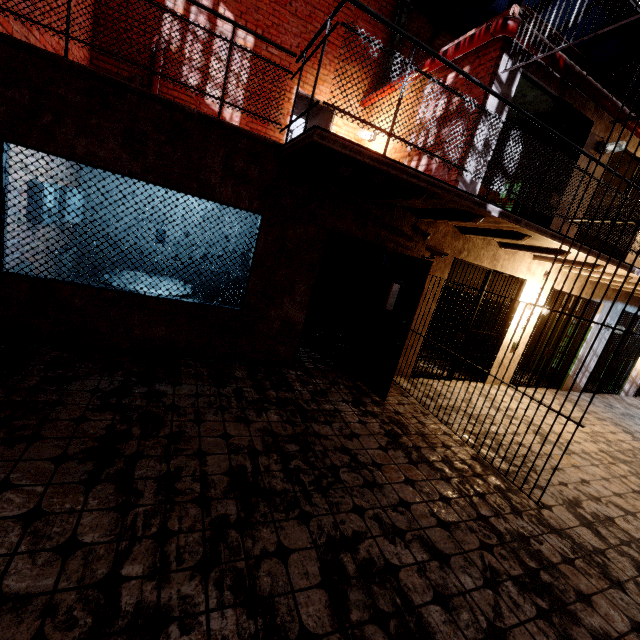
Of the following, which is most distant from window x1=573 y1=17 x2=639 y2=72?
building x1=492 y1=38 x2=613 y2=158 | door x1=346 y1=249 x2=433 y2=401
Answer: door x1=346 y1=249 x2=433 y2=401

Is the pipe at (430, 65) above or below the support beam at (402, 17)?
below

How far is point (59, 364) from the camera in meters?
3.6 m

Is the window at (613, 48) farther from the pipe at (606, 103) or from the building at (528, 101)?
the pipe at (606, 103)

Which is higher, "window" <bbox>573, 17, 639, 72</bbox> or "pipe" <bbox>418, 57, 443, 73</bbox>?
"window" <bbox>573, 17, 639, 72</bbox>

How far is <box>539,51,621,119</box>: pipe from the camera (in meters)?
4.87

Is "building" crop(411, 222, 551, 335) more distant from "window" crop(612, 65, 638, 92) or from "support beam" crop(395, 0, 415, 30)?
"window" crop(612, 65, 638, 92)
